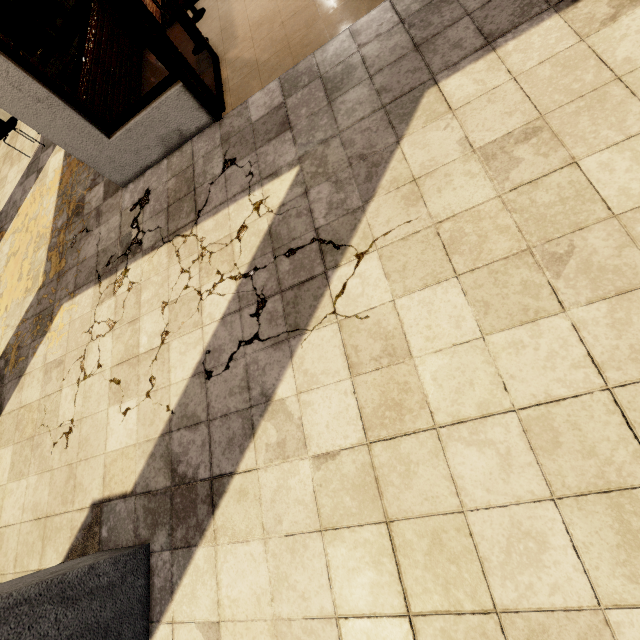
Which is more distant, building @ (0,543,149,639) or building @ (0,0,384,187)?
building @ (0,0,384,187)

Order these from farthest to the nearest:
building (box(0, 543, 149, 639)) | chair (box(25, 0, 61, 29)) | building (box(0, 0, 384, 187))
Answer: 1. chair (box(25, 0, 61, 29))
2. building (box(0, 0, 384, 187))
3. building (box(0, 543, 149, 639))

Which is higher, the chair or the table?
the table

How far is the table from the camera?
5.25m

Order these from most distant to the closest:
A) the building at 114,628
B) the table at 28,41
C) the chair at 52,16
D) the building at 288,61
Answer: the chair at 52,16, the table at 28,41, the building at 288,61, the building at 114,628

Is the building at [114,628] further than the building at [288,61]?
No

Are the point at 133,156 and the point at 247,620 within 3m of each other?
no

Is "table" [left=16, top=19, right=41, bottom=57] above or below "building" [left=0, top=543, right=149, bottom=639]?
above
